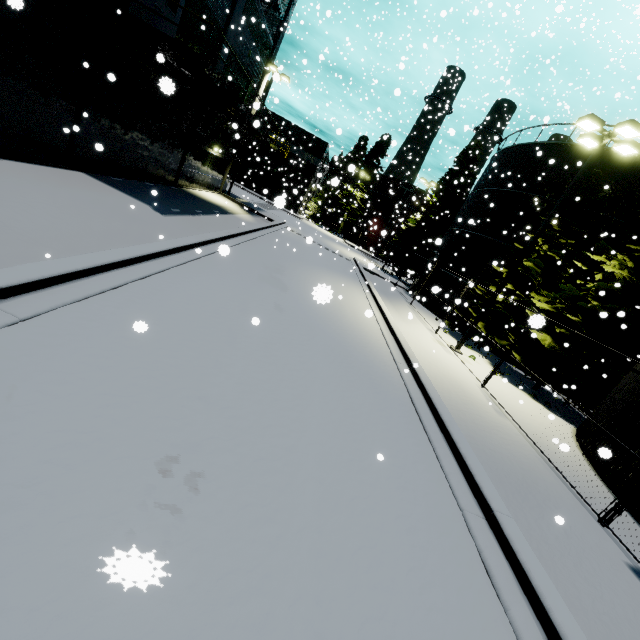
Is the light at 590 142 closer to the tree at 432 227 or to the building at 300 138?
the building at 300 138

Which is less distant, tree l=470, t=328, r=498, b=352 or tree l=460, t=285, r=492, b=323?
tree l=470, t=328, r=498, b=352

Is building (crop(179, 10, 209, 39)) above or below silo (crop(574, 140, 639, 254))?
below

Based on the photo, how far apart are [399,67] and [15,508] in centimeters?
888cm

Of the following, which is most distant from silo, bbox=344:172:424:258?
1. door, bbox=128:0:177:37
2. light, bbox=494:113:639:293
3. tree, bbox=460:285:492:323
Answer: door, bbox=128:0:177:37

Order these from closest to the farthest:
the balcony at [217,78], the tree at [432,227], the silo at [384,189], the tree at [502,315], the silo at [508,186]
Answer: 1. the balcony at [217,78]
2. the tree at [502,315]
3. the silo at [508,186]
4. the tree at [432,227]
5. the silo at [384,189]

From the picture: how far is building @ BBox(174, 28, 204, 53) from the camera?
13.3 meters

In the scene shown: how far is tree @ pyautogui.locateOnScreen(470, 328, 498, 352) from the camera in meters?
10.9
